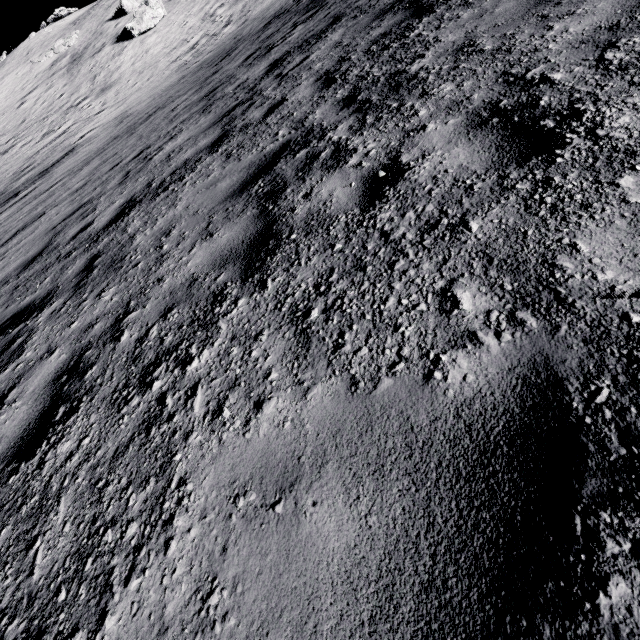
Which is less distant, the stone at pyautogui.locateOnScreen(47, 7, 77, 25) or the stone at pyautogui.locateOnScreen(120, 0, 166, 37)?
the stone at pyautogui.locateOnScreen(120, 0, 166, 37)

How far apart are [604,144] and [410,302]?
1.5m

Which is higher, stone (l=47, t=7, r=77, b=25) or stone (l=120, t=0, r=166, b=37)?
stone (l=47, t=7, r=77, b=25)

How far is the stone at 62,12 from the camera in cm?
4012

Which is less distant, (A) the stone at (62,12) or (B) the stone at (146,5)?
(B) the stone at (146,5)

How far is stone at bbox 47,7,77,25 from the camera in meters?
40.1 m
